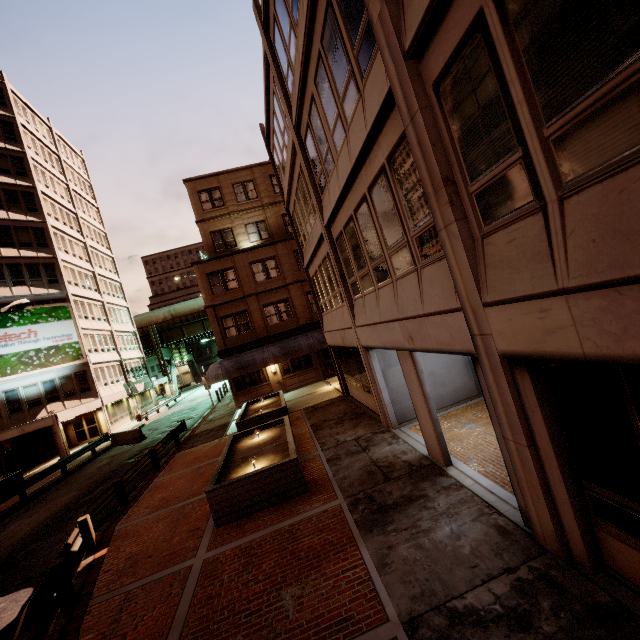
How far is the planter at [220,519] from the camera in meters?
8.4 m

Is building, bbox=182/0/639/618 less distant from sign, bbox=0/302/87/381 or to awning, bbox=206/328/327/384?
awning, bbox=206/328/327/384

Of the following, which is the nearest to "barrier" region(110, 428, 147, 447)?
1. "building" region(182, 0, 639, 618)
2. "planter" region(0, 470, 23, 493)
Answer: "planter" region(0, 470, 23, 493)

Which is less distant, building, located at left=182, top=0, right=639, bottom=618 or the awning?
building, located at left=182, top=0, right=639, bottom=618

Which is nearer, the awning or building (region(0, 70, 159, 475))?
the awning

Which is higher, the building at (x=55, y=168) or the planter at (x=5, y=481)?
the building at (x=55, y=168)

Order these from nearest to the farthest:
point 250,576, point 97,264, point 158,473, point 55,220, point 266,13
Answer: point 250,576 < point 266,13 < point 158,473 < point 55,220 < point 97,264

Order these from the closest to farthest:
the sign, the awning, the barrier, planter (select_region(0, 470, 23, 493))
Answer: planter (select_region(0, 470, 23, 493)) < the awning < the barrier < the sign
